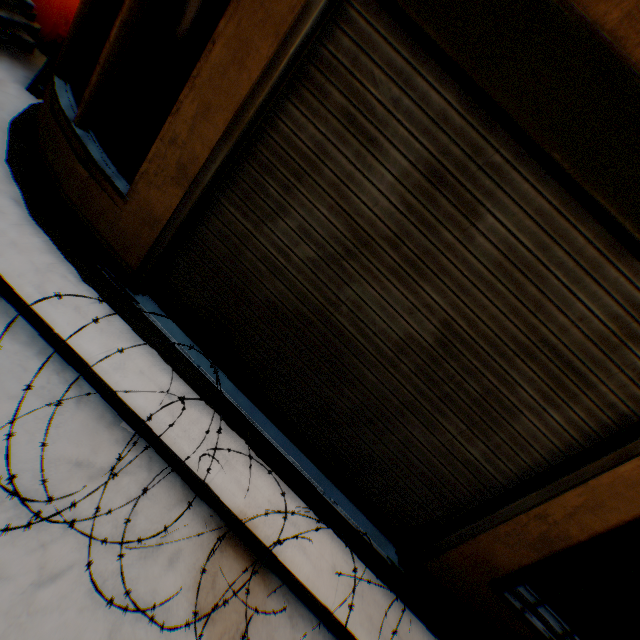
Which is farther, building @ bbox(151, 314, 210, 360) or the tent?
the tent

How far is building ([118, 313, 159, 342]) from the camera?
2.4 meters

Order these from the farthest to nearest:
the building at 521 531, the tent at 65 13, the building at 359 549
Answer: the tent at 65 13, the building at 359 549, the building at 521 531

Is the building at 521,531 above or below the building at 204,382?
above

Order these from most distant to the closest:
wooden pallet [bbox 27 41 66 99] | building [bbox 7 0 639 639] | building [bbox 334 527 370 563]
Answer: wooden pallet [bbox 27 41 66 99]
building [bbox 334 527 370 563]
building [bbox 7 0 639 639]

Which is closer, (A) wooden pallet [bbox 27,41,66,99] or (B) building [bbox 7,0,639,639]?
(B) building [bbox 7,0,639,639]

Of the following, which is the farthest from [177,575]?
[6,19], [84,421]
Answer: [6,19]
